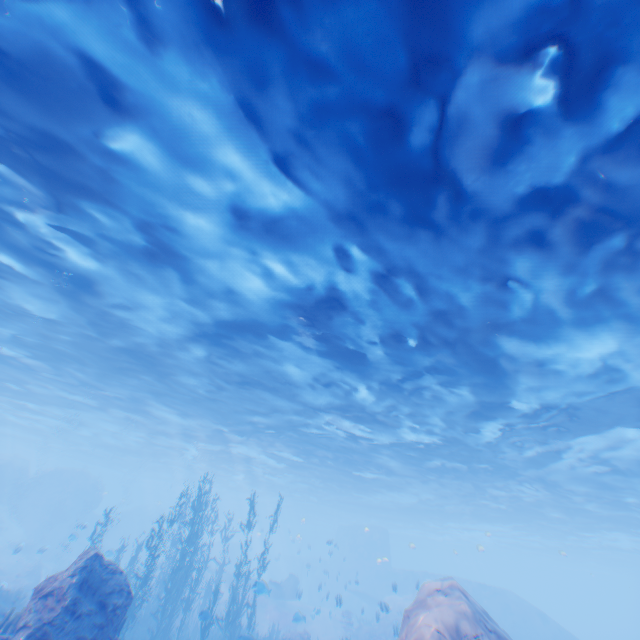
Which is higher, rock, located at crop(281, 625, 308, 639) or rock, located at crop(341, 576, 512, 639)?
rock, located at crop(341, 576, 512, 639)

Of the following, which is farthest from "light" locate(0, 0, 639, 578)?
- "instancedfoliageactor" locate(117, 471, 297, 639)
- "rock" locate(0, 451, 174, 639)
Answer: "instancedfoliageactor" locate(117, 471, 297, 639)

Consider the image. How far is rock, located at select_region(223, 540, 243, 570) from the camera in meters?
40.6

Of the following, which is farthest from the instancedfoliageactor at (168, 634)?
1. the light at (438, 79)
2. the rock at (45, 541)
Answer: the light at (438, 79)

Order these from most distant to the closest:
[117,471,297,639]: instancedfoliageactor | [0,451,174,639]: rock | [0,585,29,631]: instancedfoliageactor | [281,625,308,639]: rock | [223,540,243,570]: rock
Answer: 1. [223,540,243,570]: rock
2. [281,625,308,639]: rock
3. [117,471,297,639]: instancedfoliageactor
4. [0,585,29,631]: instancedfoliageactor
5. [0,451,174,639]: rock

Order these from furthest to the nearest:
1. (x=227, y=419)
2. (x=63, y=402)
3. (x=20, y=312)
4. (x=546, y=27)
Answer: (x=63, y=402), (x=227, y=419), (x=20, y=312), (x=546, y=27)

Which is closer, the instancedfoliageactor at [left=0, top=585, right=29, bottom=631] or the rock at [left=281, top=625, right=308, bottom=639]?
the instancedfoliageactor at [left=0, top=585, right=29, bottom=631]

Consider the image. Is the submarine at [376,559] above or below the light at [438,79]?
below
